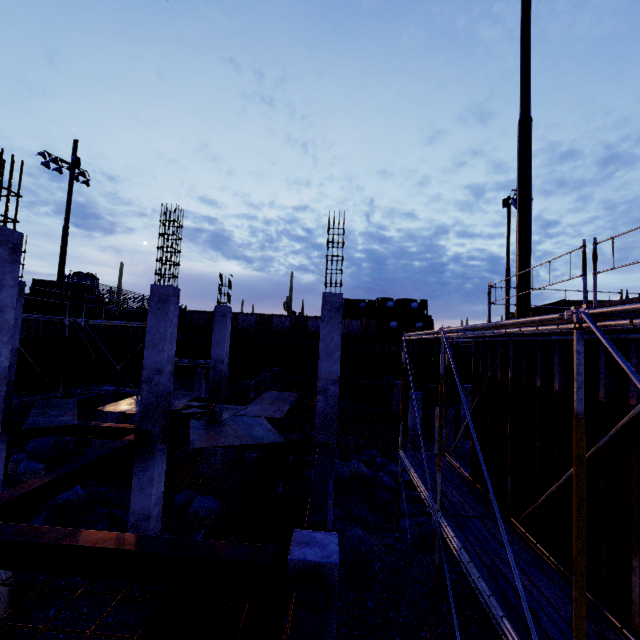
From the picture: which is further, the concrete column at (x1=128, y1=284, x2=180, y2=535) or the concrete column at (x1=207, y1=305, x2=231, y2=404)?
the concrete column at (x1=207, y1=305, x2=231, y2=404)

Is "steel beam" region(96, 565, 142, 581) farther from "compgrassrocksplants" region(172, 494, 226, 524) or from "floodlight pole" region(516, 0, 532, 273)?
"compgrassrocksplants" region(172, 494, 226, 524)

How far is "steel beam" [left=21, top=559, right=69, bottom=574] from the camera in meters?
4.1

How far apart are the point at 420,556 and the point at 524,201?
9.8m

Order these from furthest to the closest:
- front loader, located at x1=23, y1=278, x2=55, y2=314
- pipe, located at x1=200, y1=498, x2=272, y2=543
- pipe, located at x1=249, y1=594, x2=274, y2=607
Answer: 1. front loader, located at x1=23, y1=278, x2=55, y2=314
2. pipe, located at x1=200, y1=498, x2=272, y2=543
3. pipe, located at x1=249, y1=594, x2=274, y2=607

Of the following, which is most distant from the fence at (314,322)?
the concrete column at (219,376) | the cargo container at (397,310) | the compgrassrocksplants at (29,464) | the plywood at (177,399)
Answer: the concrete column at (219,376)

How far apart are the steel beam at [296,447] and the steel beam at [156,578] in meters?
4.6 m

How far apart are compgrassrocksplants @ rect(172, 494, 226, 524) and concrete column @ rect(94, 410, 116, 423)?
4.6m
